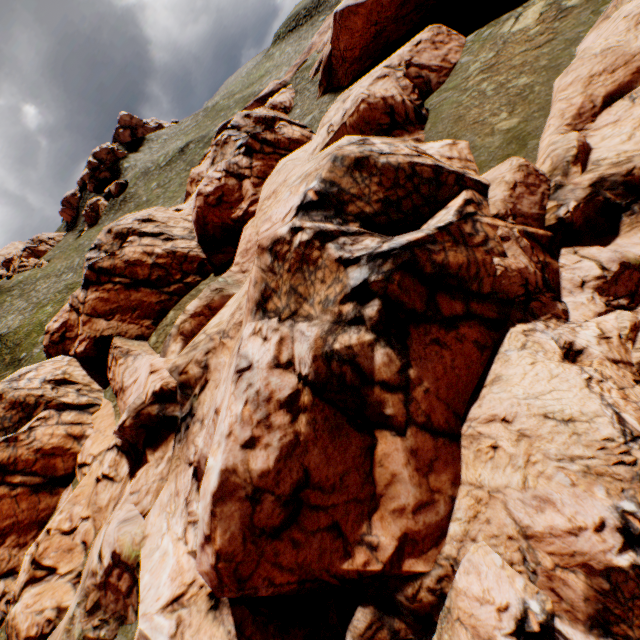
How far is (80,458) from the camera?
21.0m
